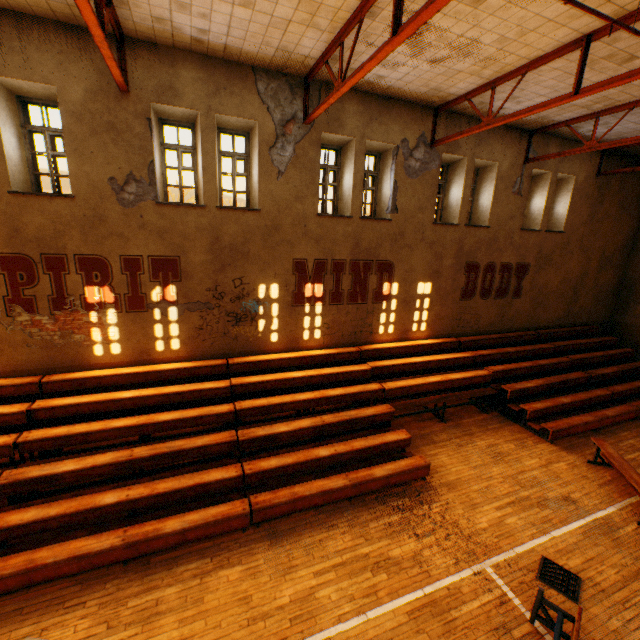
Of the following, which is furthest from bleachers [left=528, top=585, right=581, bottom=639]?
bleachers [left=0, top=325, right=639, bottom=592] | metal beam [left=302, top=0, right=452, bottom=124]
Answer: metal beam [left=302, top=0, right=452, bottom=124]

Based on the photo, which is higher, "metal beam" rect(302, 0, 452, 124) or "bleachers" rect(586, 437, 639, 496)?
"metal beam" rect(302, 0, 452, 124)

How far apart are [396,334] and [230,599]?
8.23m

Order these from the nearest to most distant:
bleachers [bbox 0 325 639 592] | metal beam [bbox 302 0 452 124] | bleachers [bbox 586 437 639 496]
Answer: metal beam [bbox 302 0 452 124] → bleachers [bbox 0 325 639 592] → bleachers [bbox 586 437 639 496]

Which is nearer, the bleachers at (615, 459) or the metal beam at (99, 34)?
the metal beam at (99, 34)

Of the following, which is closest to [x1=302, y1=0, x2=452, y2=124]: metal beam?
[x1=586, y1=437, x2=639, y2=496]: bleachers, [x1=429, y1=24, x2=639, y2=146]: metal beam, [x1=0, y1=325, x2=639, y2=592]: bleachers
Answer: [x1=429, y1=24, x2=639, y2=146]: metal beam

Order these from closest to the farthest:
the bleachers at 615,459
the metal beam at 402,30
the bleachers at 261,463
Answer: the metal beam at 402,30 < the bleachers at 261,463 < the bleachers at 615,459

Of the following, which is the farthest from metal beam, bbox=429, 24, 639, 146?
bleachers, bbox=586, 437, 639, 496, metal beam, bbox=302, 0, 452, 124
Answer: bleachers, bbox=586, 437, 639, 496
